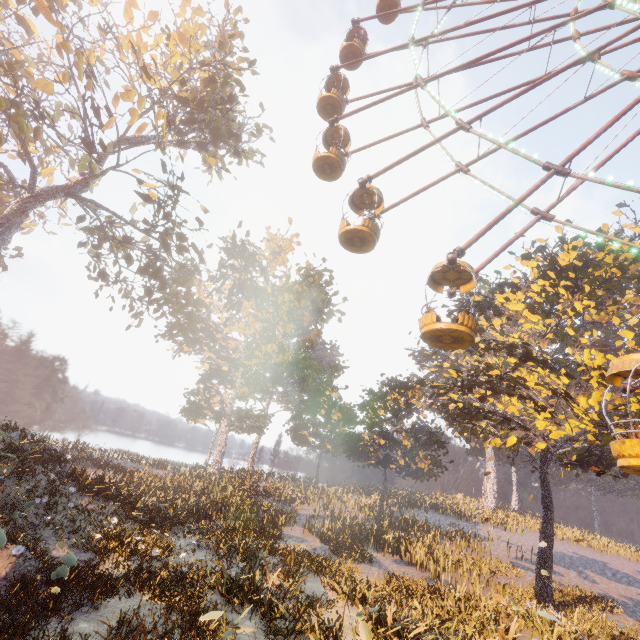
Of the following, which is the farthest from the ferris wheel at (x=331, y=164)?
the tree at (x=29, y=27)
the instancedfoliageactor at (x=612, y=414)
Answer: the tree at (x=29, y=27)

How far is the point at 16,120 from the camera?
12.66m

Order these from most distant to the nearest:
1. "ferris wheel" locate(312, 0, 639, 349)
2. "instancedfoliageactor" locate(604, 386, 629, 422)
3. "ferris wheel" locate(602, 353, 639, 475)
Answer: "instancedfoliageactor" locate(604, 386, 629, 422) < "ferris wheel" locate(312, 0, 639, 349) < "ferris wheel" locate(602, 353, 639, 475)

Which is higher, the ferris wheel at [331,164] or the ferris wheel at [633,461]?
the ferris wheel at [331,164]

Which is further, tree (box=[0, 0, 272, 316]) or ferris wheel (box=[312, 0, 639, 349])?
tree (box=[0, 0, 272, 316])

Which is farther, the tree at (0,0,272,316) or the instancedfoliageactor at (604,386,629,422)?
the instancedfoliageactor at (604,386,629,422)

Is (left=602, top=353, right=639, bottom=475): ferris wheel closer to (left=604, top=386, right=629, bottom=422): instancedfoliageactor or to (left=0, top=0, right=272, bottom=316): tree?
(left=604, top=386, right=629, bottom=422): instancedfoliageactor
